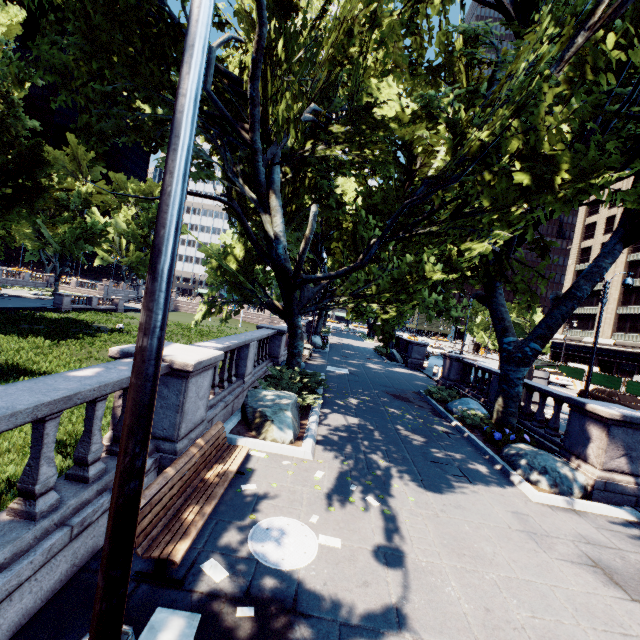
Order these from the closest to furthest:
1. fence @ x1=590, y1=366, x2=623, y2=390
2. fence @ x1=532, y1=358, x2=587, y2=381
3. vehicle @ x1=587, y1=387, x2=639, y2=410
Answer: vehicle @ x1=587, y1=387, x2=639, y2=410, fence @ x1=590, y1=366, x2=623, y2=390, fence @ x1=532, y1=358, x2=587, y2=381

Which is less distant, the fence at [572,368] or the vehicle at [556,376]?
the vehicle at [556,376]

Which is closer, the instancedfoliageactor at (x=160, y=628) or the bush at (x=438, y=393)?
the instancedfoliageactor at (x=160, y=628)

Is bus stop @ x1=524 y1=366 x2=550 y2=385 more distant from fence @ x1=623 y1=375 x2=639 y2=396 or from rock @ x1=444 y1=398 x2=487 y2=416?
fence @ x1=623 y1=375 x2=639 y2=396

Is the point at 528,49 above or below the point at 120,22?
below

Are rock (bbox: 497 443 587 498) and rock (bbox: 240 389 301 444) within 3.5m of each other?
no

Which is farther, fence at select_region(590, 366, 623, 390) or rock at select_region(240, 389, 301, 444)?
fence at select_region(590, 366, 623, 390)

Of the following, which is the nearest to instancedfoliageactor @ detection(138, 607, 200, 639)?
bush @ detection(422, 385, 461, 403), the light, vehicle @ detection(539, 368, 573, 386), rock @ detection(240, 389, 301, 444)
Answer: the light
